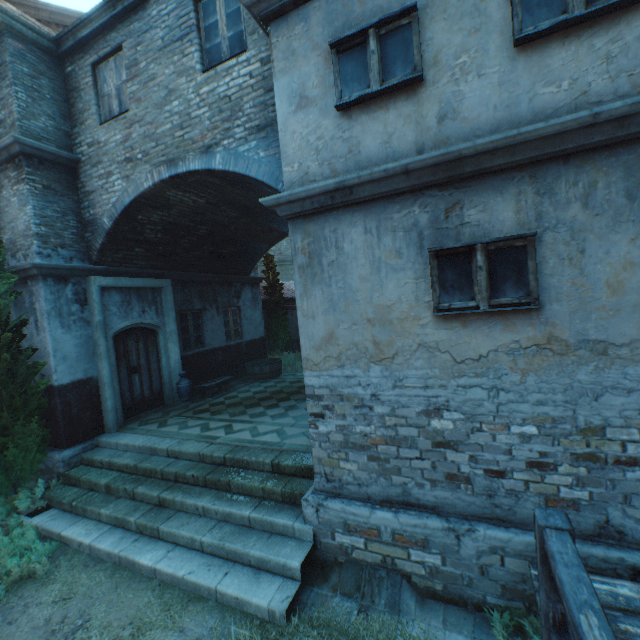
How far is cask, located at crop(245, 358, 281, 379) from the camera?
11.6 meters

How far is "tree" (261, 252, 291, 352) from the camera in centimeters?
1474cm

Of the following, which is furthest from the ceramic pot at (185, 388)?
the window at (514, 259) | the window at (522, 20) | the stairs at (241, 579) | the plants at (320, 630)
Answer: the window at (522, 20)

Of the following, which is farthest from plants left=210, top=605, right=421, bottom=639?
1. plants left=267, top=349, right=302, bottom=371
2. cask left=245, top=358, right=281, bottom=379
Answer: plants left=267, top=349, right=302, bottom=371

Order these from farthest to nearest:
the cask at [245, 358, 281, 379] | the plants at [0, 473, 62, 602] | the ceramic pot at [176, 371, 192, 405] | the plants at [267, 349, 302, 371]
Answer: the plants at [267, 349, 302, 371], the cask at [245, 358, 281, 379], the ceramic pot at [176, 371, 192, 405], the plants at [0, 473, 62, 602]

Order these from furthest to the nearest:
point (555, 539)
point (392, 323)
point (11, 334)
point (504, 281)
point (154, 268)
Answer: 1. point (154, 268)
2. point (11, 334)
3. point (392, 323)
4. point (504, 281)
5. point (555, 539)

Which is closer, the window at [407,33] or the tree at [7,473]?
the window at [407,33]

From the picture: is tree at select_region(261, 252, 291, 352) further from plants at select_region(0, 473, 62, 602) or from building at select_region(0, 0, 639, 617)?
plants at select_region(0, 473, 62, 602)
